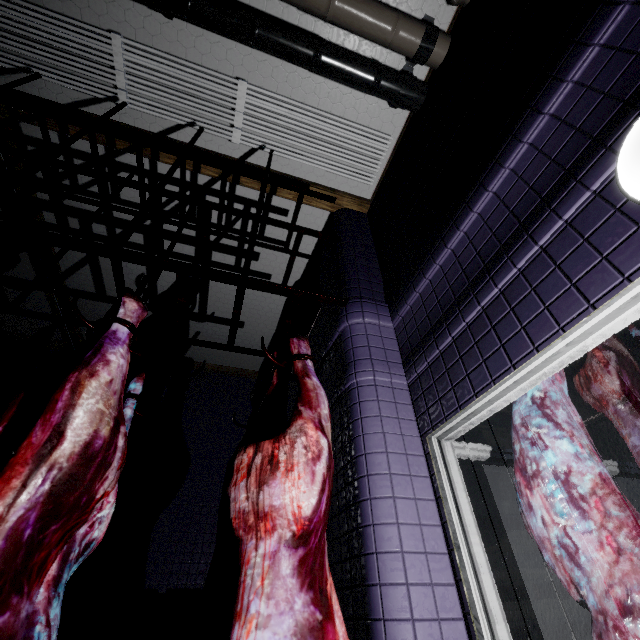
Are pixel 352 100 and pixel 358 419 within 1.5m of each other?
no

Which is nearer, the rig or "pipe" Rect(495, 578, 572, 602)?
the rig

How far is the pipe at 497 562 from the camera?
4.3 meters

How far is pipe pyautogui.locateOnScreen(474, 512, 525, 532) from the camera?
4.6 meters

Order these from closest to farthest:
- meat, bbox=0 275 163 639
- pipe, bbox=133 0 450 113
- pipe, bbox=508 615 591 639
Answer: meat, bbox=0 275 163 639 → pipe, bbox=133 0 450 113 → pipe, bbox=508 615 591 639

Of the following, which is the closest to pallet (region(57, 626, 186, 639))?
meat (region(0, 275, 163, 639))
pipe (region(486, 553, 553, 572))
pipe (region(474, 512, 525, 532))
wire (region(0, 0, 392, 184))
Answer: meat (region(0, 275, 163, 639))

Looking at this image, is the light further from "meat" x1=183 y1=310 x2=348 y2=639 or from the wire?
the wire
